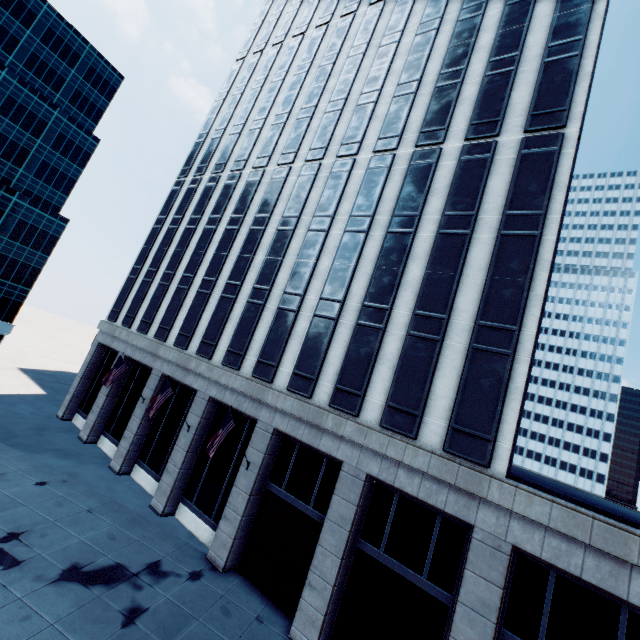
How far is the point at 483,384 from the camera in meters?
13.9

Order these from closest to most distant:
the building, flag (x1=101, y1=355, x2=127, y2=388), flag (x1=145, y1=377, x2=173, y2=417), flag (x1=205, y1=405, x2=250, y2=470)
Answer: the building
flag (x1=205, y1=405, x2=250, y2=470)
flag (x1=145, y1=377, x2=173, y2=417)
flag (x1=101, y1=355, x2=127, y2=388)

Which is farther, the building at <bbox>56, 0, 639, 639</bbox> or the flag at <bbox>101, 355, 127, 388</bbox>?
the flag at <bbox>101, 355, 127, 388</bbox>

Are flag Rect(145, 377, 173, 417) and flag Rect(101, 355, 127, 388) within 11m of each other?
yes

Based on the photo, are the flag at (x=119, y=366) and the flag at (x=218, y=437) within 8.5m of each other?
no

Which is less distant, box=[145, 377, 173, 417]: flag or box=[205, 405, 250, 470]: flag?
box=[205, 405, 250, 470]: flag

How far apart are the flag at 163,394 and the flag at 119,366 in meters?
5.7

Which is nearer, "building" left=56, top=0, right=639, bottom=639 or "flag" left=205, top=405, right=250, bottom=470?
"building" left=56, top=0, right=639, bottom=639
